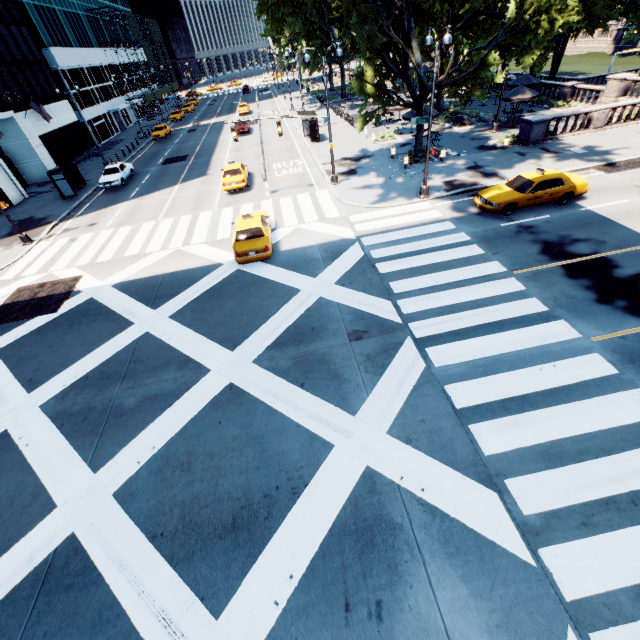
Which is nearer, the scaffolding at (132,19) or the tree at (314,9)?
the tree at (314,9)

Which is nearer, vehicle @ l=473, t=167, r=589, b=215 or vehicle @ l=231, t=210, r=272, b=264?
vehicle @ l=231, t=210, r=272, b=264

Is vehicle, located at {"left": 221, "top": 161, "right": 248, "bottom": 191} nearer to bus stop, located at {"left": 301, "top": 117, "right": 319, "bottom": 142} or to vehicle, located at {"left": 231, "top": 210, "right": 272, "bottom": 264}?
vehicle, located at {"left": 231, "top": 210, "right": 272, "bottom": 264}

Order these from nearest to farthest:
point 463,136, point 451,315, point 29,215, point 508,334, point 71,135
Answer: point 508,334 → point 451,315 → point 29,215 → point 463,136 → point 71,135

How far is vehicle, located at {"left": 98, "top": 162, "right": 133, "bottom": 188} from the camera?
28.5 meters

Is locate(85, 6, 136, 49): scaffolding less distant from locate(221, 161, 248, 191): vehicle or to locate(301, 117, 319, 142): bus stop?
locate(301, 117, 319, 142): bus stop

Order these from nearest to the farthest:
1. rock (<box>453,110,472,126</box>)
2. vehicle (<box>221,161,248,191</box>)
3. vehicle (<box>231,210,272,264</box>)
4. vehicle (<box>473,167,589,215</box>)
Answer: vehicle (<box>231,210,272,264</box>)
vehicle (<box>473,167,589,215</box>)
vehicle (<box>221,161,248,191</box>)
rock (<box>453,110,472,126</box>)

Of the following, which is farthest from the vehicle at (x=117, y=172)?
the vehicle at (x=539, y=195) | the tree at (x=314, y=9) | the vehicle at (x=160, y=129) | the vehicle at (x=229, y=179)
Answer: the vehicle at (x=539, y=195)
